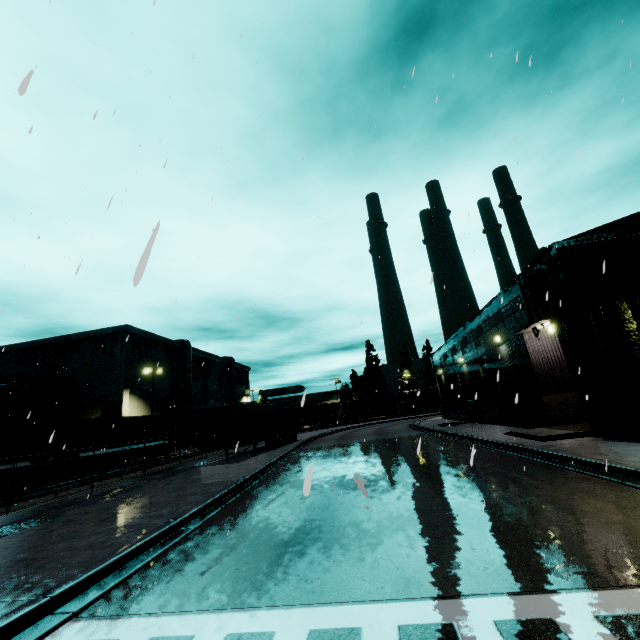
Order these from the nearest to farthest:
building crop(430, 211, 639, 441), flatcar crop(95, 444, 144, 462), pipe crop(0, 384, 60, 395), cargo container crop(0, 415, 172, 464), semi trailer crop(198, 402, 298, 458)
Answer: building crop(430, 211, 639, 441) < cargo container crop(0, 415, 172, 464) < semi trailer crop(198, 402, 298, 458) < flatcar crop(95, 444, 144, 462) < pipe crop(0, 384, 60, 395)

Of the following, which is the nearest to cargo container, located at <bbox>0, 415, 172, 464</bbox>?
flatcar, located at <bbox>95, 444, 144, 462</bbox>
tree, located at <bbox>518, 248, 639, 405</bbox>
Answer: flatcar, located at <bbox>95, 444, 144, 462</bbox>

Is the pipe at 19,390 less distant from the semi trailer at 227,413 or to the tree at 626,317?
the semi trailer at 227,413

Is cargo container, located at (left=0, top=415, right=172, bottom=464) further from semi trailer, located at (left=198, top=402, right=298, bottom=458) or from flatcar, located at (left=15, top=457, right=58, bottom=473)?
semi trailer, located at (left=198, top=402, right=298, bottom=458)

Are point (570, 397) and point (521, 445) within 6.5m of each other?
yes

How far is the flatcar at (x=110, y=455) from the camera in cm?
2393

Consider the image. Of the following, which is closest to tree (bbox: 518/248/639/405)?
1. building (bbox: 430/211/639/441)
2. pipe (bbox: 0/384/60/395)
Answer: building (bbox: 430/211/639/441)

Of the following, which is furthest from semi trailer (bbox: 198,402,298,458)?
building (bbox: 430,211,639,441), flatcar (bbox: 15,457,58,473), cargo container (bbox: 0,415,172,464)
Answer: flatcar (bbox: 15,457,58,473)
